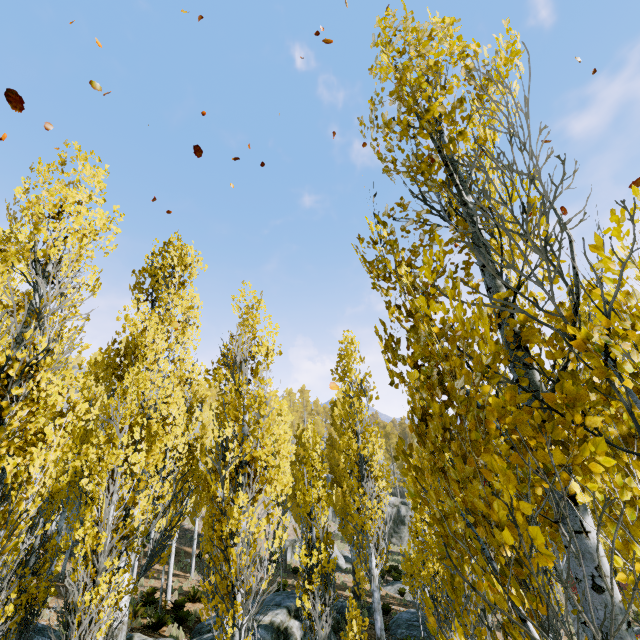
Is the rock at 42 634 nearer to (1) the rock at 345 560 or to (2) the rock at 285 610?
(2) the rock at 285 610

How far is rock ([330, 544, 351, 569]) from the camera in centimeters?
2738cm

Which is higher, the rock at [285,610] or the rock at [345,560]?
the rock at [285,610]

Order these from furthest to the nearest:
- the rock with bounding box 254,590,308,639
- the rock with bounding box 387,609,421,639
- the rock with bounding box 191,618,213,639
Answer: the rock with bounding box 387,609,421,639 → the rock with bounding box 191,618,213,639 → the rock with bounding box 254,590,308,639

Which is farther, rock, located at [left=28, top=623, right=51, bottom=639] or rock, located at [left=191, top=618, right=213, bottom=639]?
rock, located at [left=191, top=618, right=213, bottom=639]

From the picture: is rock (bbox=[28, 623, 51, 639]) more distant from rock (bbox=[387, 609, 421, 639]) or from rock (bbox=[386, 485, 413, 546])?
rock (bbox=[386, 485, 413, 546])

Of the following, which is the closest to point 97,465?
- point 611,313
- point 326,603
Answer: point 326,603
